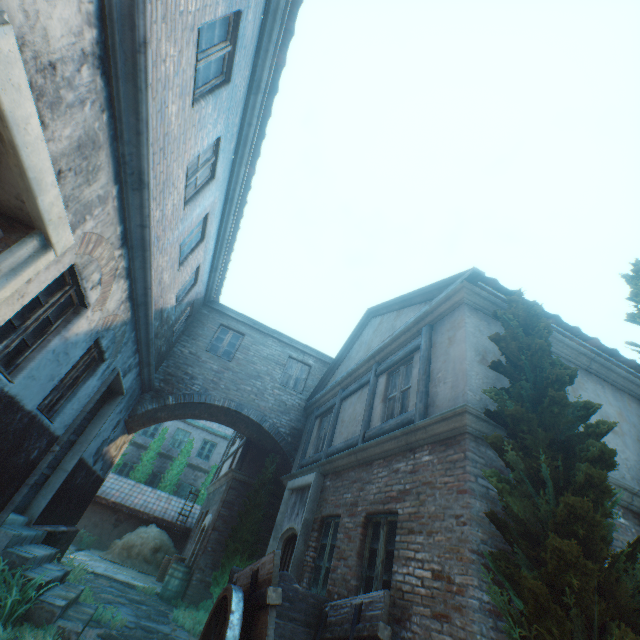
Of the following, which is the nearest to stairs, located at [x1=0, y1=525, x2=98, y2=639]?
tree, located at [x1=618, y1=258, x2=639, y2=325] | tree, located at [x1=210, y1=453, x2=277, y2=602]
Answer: tree, located at [x1=210, y1=453, x2=277, y2=602]

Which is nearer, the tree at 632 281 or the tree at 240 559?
the tree at 632 281

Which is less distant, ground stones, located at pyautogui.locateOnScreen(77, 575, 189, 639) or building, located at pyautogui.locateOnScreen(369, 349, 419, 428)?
ground stones, located at pyautogui.locateOnScreen(77, 575, 189, 639)

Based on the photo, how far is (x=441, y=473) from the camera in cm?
450

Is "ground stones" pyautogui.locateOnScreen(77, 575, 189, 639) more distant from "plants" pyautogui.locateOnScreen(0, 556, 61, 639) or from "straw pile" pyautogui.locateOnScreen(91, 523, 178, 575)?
"straw pile" pyautogui.locateOnScreen(91, 523, 178, 575)

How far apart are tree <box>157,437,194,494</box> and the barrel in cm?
1042

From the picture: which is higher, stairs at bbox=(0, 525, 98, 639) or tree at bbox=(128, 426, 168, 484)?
tree at bbox=(128, 426, 168, 484)

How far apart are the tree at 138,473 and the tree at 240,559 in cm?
1218
